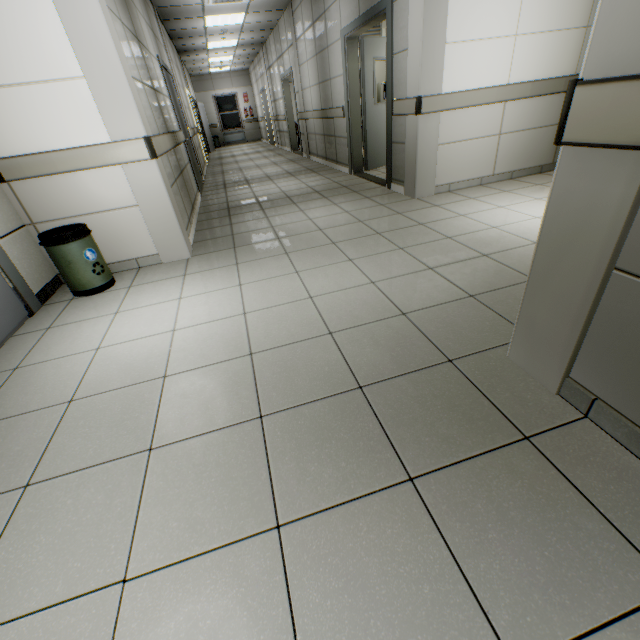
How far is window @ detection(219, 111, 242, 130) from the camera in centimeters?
1777cm

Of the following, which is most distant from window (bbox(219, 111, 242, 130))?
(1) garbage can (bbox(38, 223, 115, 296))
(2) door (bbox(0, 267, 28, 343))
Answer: (2) door (bbox(0, 267, 28, 343))

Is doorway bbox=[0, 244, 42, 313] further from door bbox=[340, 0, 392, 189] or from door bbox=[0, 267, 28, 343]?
door bbox=[340, 0, 392, 189]

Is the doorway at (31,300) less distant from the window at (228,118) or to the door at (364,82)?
the door at (364,82)

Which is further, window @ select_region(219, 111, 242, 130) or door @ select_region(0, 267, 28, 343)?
window @ select_region(219, 111, 242, 130)

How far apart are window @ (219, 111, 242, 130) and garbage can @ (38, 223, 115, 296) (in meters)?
18.34

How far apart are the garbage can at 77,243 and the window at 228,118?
18.3 meters

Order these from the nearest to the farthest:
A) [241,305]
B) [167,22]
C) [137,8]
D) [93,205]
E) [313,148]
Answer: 1. [241,305]
2. [93,205]
3. [137,8]
4. [167,22]
5. [313,148]
